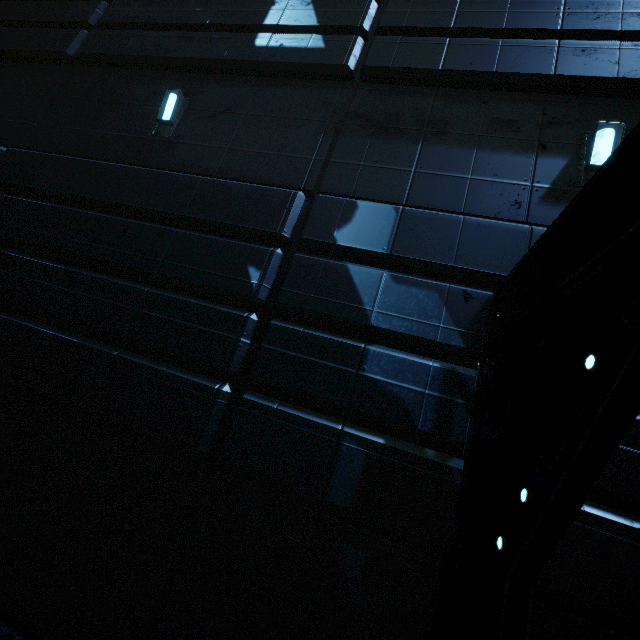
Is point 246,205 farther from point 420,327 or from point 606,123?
point 606,123
